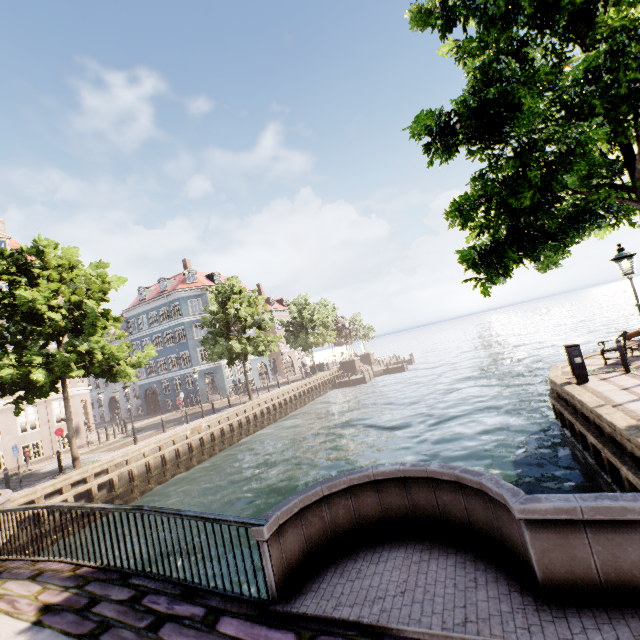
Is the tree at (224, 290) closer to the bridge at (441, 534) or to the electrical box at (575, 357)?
Answer: the bridge at (441, 534)

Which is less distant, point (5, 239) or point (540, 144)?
point (540, 144)

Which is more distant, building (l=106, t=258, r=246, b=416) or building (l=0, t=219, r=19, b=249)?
building (l=106, t=258, r=246, b=416)

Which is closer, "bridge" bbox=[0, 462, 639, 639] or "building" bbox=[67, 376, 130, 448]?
"bridge" bbox=[0, 462, 639, 639]

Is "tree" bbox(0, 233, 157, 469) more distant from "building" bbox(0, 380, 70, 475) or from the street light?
"building" bbox(0, 380, 70, 475)

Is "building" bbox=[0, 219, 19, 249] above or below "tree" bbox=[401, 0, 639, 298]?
above

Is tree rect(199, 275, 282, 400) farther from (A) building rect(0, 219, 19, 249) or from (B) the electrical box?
(A) building rect(0, 219, 19, 249)

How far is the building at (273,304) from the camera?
44.38m
